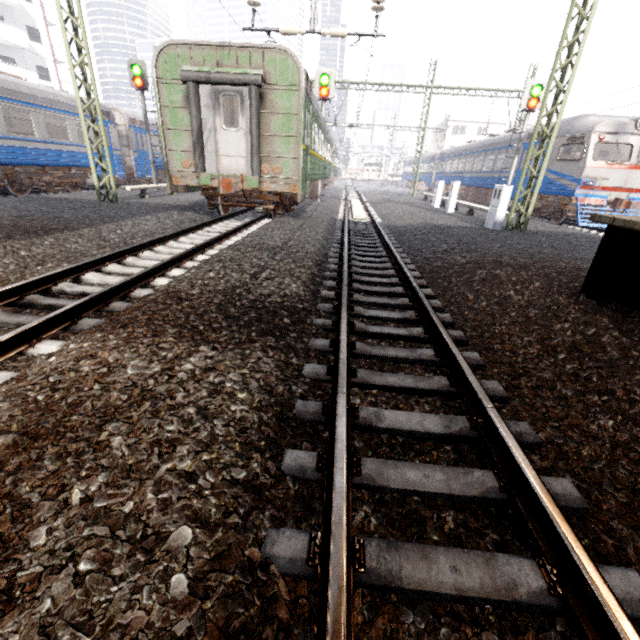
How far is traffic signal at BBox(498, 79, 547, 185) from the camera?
14.86m

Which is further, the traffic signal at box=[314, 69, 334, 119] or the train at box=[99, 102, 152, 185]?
the train at box=[99, 102, 152, 185]

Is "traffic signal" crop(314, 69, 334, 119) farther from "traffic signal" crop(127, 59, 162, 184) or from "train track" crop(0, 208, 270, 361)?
"traffic signal" crop(127, 59, 162, 184)

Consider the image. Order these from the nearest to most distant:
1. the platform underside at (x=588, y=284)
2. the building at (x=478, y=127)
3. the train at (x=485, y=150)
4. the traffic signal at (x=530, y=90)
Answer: the platform underside at (x=588, y=284) → the traffic signal at (x=530, y=90) → the train at (x=485, y=150) → the building at (x=478, y=127)

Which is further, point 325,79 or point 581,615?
point 325,79

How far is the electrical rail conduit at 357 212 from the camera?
12.9 meters

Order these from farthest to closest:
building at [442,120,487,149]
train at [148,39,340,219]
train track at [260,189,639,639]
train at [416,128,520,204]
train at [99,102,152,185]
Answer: A: building at [442,120,487,149], train at [416,128,520,204], train at [99,102,152,185], train at [148,39,340,219], train track at [260,189,639,639]

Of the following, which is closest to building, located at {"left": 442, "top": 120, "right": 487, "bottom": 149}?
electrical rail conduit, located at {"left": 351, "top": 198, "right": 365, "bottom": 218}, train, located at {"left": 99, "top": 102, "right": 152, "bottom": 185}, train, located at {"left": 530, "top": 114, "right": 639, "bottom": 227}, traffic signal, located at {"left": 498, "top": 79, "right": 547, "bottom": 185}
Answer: train, located at {"left": 530, "top": 114, "right": 639, "bottom": 227}
